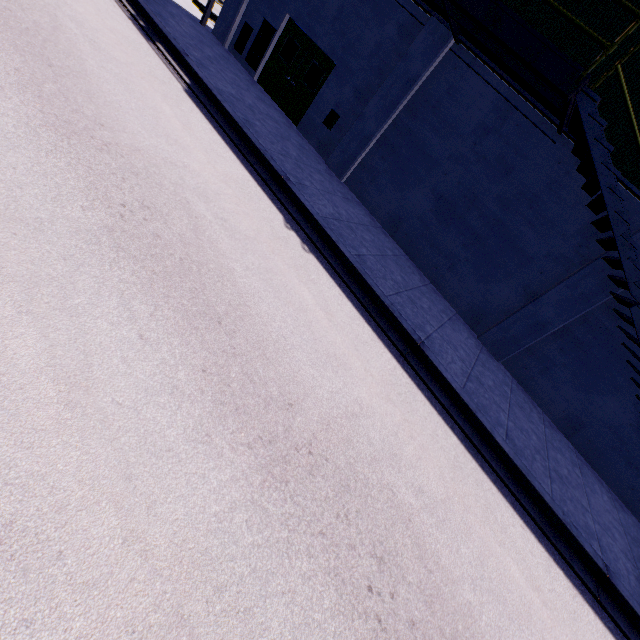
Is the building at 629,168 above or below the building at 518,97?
above

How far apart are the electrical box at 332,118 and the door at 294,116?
1.1m

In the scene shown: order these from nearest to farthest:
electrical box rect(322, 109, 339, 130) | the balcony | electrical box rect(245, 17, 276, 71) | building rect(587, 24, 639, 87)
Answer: the balcony, building rect(587, 24, 639, 87), electrical box rect(322, 109, 339, 130), electrical box rect(245, 17, 276, 71)

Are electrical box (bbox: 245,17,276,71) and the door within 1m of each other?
yes

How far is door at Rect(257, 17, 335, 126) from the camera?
11.5m

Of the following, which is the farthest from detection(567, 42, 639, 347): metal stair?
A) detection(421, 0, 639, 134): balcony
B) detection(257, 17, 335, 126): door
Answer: detection(257, 17, 335, 126): door

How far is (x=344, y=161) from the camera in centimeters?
1119cm

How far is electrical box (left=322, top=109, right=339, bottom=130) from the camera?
11.0m
